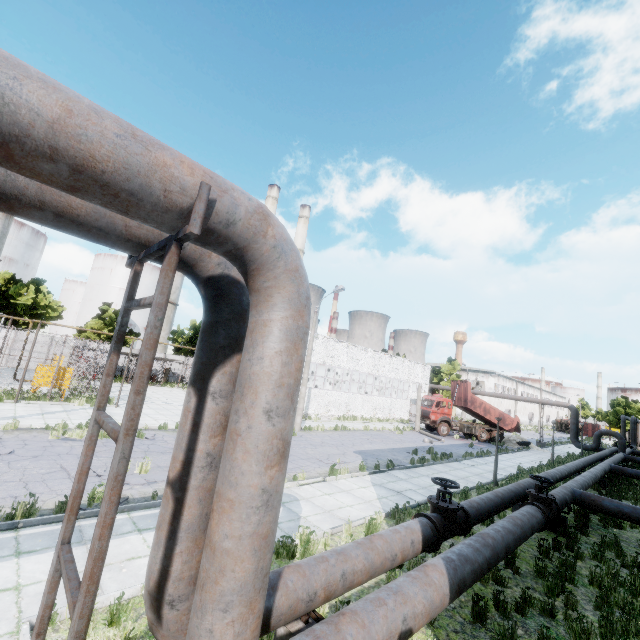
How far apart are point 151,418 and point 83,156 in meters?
20.2

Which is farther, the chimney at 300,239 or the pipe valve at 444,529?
the chimney at 300,239

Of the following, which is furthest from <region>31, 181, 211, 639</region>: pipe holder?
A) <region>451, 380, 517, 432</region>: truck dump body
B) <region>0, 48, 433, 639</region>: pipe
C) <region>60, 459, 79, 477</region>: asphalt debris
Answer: <region>451, 380, 517, 432</region>: truck dump body

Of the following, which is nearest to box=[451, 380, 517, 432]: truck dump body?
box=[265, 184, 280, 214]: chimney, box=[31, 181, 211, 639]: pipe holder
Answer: box=[265, 184, 280, 214]: chimney

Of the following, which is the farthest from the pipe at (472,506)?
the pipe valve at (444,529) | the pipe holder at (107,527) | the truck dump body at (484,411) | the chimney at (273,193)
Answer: the chimney at (273,193)

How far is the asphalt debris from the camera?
9.4 meters

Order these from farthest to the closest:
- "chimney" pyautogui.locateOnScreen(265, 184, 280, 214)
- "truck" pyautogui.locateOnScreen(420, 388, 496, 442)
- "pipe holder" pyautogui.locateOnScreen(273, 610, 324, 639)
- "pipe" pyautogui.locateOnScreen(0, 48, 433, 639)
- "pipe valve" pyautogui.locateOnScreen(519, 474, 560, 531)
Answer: "chimney" pyautogui.locateOnScreen(265, 184, 280, 214)
"truck" pyautogui.locateOnScreen(420, 388, 496, 442)
"pipe valve" pyautogui.locateOnScreen(519, 474, 560, 531)
"pipe holder" pyautogui.locateOnScreen(273, 610, 324, 639)
"pipe" pyautogui.locateOnScreen(0, 48, 433, 639)

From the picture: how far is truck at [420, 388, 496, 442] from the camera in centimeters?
3189cm
